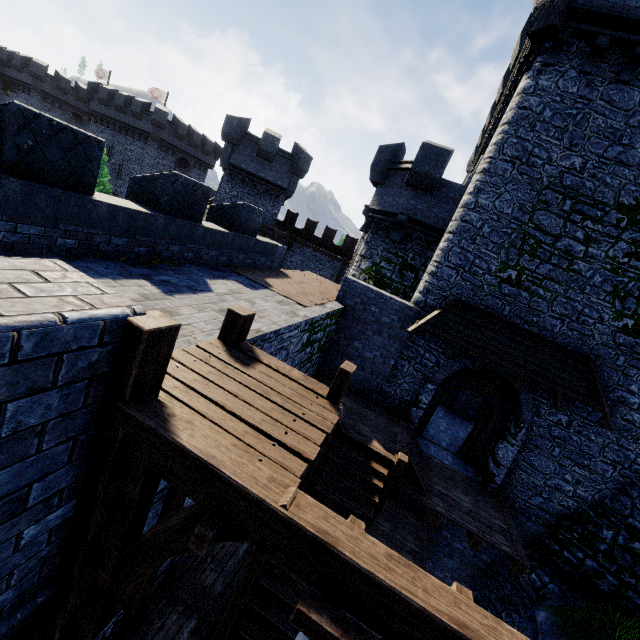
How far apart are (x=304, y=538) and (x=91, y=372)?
1.72m

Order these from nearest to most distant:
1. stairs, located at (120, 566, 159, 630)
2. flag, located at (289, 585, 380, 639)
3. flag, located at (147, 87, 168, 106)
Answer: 1. flag, located at (289, 585, 380, 639)
2. stairs, located at (120, 566, 159, 630)
3. flag, located at (147, 87, 168, 106)

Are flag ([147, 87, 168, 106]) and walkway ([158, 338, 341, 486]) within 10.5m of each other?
no

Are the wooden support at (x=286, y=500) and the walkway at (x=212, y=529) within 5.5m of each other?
yes

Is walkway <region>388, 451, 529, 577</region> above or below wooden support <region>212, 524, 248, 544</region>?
below

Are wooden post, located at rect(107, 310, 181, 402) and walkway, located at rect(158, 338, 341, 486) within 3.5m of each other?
yes

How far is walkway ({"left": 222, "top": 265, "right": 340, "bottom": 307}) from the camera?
9.70m

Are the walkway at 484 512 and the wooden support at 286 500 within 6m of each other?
no
